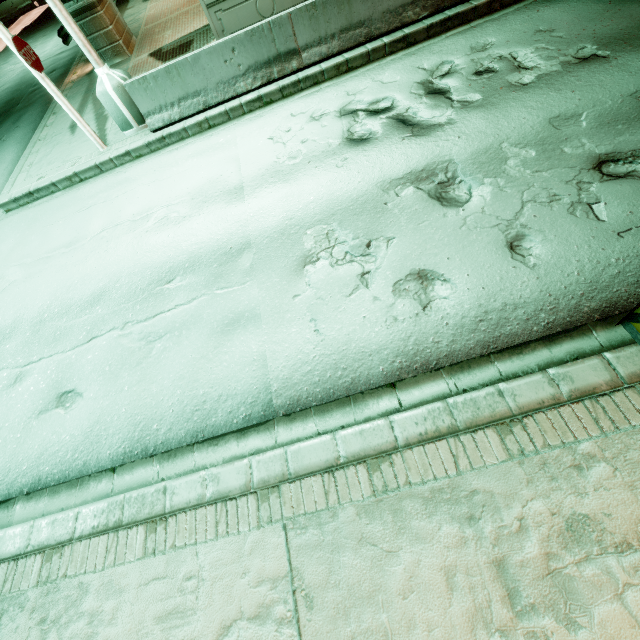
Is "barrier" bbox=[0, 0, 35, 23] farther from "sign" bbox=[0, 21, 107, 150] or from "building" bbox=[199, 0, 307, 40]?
"sign" bbox=[0, 21, 107, 150]

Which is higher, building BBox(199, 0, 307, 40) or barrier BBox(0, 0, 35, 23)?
building BBox(199, 0, 307, 40)

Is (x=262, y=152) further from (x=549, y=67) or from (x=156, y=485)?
(x=156, y=485)

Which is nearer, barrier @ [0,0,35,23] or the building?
the building

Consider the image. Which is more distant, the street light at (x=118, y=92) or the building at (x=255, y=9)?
the building at (x=255, y=9)

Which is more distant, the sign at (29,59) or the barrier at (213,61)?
the barrier at (213,61)

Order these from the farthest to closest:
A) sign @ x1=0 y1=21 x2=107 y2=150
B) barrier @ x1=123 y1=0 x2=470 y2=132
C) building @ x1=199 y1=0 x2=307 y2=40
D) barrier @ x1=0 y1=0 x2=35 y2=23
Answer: barrier @ x1=0 y1=0 x2=35 y2=23 → building @ x1=199 y1=0 x2=307 y2=40 → barrier @ x1=123 y1=0 x2=470 y2=132 → sign @ x1=0 y1=21 x2=107 y2=150

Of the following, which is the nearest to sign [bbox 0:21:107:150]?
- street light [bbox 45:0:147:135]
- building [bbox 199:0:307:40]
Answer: street light [bbox 45:0:147:135]
